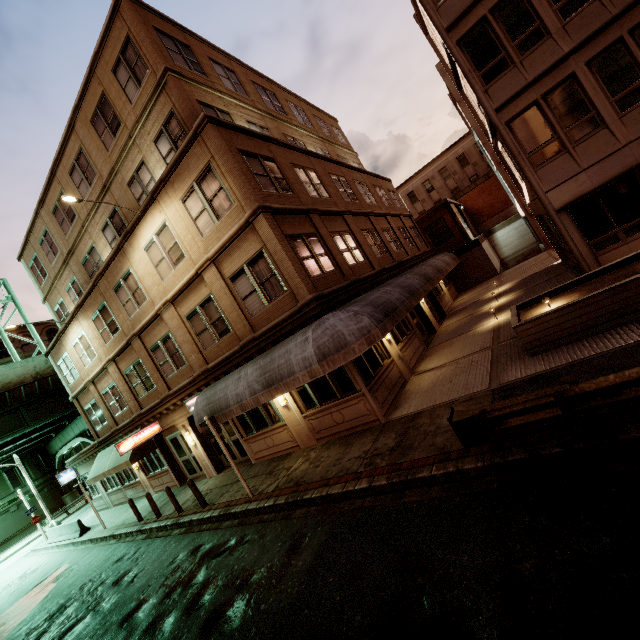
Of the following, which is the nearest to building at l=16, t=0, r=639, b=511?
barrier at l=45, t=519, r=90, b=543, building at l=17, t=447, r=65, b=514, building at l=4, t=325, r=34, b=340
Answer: barrier at l=45, t=519, r=90, b=543

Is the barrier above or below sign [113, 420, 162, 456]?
below

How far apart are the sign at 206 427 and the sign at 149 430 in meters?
A: 7.8 m

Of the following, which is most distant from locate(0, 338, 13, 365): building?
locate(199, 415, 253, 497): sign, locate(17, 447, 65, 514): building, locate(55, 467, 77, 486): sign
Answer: locate(199, 415, 253, 497): sign

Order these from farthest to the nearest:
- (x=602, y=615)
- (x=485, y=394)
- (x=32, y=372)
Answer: (x=32, y=372) → (x=485, y=394) → (x=602, y=615)

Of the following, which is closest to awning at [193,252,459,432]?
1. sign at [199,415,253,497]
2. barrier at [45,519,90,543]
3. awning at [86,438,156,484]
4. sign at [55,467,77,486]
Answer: sign at [199,415,253,497]

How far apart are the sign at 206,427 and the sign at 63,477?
22.78m

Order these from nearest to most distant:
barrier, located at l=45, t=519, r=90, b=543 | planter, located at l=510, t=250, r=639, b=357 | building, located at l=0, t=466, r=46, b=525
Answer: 1. planter, located at l=510, t=250, r=639, b=357
2. barrier, located at l=45, t=519, r=90, b=543
3. building, located at l=0, t=466, r=46, b=525
